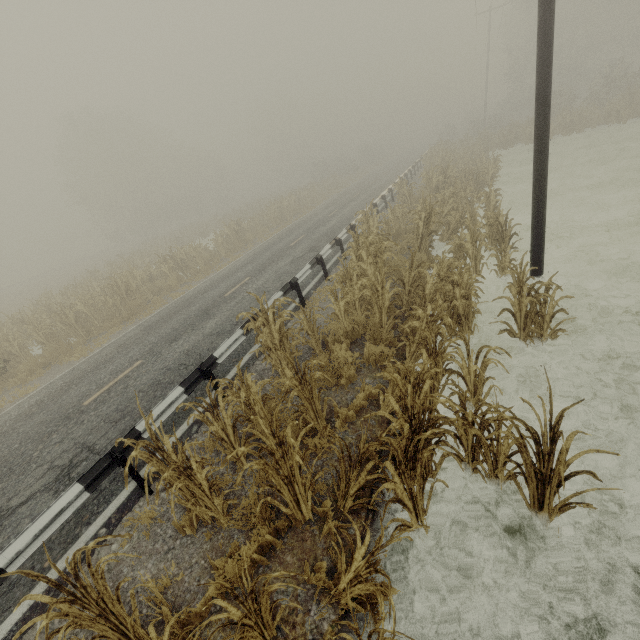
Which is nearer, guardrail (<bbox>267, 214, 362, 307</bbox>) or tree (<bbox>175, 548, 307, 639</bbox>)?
tree (<bbox>175, 548, 307, 639</bbox>)

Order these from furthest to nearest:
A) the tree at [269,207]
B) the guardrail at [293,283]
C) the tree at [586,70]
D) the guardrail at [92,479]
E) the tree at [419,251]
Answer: the tree at [586,70] < the tree at [269,207] < the guardrail at [293,283] < the guardrail at [92,479] < the tree at [419,251]

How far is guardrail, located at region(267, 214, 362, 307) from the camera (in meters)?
9.18

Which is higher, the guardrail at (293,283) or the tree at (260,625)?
the guardrail at (293,283)

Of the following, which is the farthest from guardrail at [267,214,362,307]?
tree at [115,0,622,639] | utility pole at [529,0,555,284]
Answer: utility pole at [529,0,555,284]

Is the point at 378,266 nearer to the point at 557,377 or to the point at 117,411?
the point at 557,377

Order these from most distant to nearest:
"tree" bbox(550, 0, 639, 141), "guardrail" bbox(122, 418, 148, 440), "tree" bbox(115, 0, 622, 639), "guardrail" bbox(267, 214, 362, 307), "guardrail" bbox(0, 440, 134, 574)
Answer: "tree" bbox(550, 0, 639, 141) < "guardrail" bbox(267, 214, 362, 307) < "guardrail" bbox(122, 418, 148, 440) < "guardrail" bbox(0, 440, 134, 574) < "tree" bbox(115, 0, 622, 639)

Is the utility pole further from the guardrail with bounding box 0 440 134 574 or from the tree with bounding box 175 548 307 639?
the guardrail with bounding box 0 440 134 574
